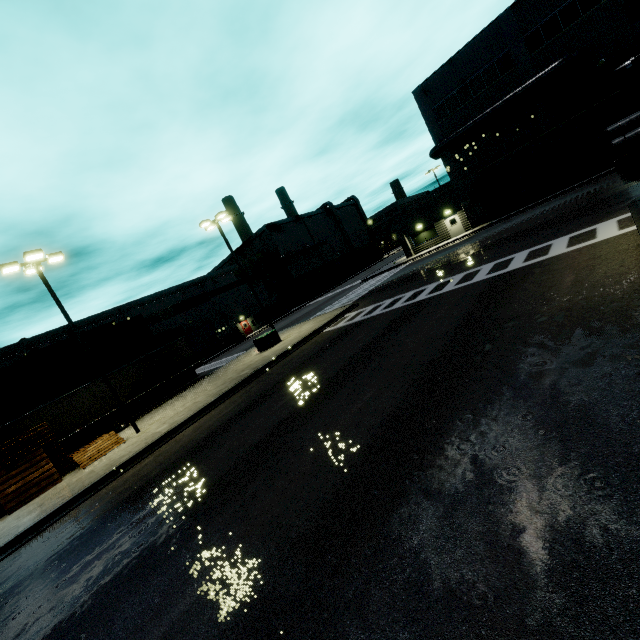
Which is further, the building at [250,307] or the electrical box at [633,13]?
the building at [250,307]

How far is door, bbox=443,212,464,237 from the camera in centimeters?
3419cm

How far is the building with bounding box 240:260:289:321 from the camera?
52.65m

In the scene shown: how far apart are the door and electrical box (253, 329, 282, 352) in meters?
23.4 m

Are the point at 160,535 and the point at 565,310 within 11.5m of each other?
yes

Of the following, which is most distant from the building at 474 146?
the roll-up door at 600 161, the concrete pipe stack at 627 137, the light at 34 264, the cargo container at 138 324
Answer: the concrete pipe stack at 627 137

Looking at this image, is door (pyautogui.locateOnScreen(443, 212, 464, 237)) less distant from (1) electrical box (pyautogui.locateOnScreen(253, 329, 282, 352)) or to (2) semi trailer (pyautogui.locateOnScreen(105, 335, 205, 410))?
(2) semi trailer (pyautogui.locateOnScreen(105, 335, 205, 410))

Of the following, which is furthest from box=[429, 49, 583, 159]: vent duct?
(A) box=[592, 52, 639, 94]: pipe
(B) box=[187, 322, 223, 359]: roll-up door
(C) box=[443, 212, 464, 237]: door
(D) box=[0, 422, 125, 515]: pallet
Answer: (D) box=[0, 422, 125, 515]: pallet
